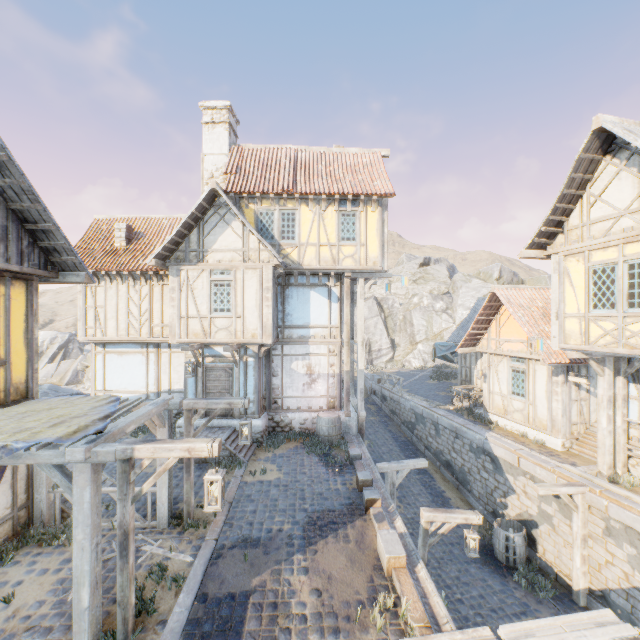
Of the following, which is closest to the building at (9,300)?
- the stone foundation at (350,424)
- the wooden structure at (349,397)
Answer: the stone foundation at (350,424)

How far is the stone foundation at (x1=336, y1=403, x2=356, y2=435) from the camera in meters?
13.5 m

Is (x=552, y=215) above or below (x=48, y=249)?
above

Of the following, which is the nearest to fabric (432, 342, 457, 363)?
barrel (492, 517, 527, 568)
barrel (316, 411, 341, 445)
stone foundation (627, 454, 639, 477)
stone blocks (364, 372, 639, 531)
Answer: stone blocks (364, 372, 639, 531)

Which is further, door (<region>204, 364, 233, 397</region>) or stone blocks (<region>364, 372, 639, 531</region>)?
door (<region>204, 364, 233, 397</region>)

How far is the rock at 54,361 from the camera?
16.9 meters

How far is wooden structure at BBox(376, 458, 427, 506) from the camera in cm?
1048
